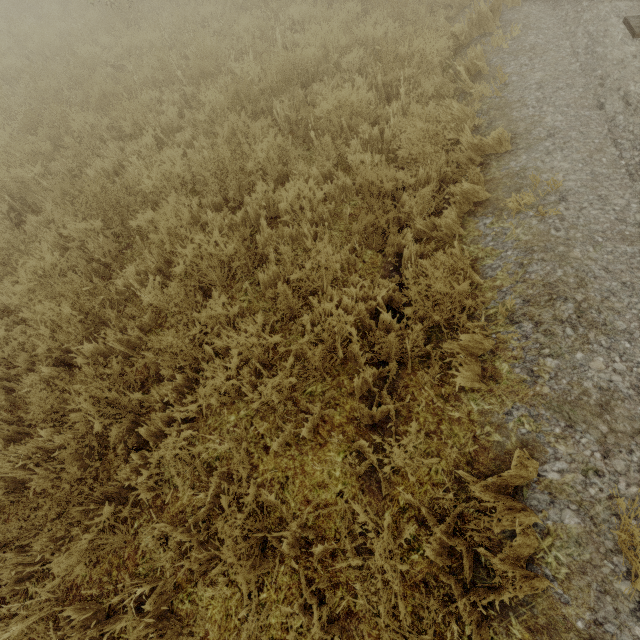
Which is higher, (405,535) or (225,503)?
(225,503)
